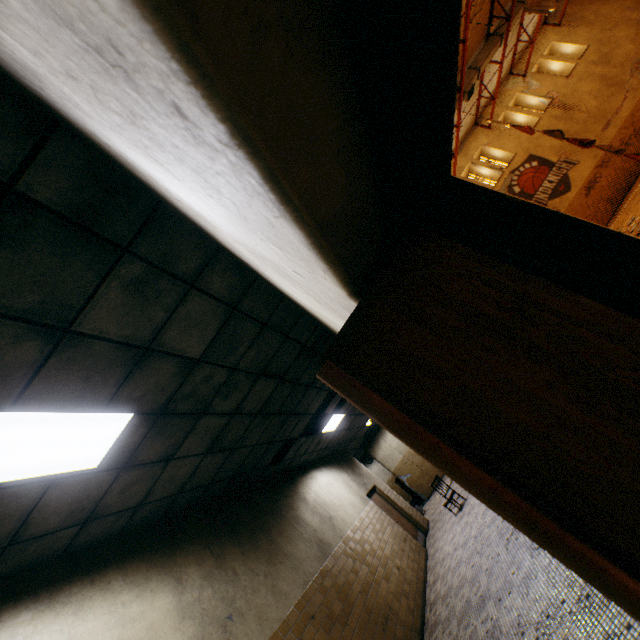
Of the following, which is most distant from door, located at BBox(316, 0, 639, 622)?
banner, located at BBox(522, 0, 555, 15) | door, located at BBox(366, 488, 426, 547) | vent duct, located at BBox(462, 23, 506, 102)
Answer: banner, located at BBox(522, 0, 555, 15)

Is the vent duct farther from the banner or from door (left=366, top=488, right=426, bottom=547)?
door (left=366, top=488, right=426, bottom=547)

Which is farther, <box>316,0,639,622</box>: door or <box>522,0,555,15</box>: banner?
<box>522,0,555,15</box>: banner

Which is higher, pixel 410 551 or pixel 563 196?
pixel 563 196

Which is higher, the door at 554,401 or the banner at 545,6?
the banner at 545,6

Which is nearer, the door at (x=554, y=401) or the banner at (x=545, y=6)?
the door at (x=554, y=401)

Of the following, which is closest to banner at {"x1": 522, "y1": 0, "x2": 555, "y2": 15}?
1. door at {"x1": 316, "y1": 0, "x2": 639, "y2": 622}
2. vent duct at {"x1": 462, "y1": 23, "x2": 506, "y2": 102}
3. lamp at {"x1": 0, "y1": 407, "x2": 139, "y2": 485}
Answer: vent duct at {"x1": 462, "y1": 23, "x2": 506, "y2": 102}

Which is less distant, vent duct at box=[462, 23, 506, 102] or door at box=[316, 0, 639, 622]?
door at box=[316, 0, 639, 622]
